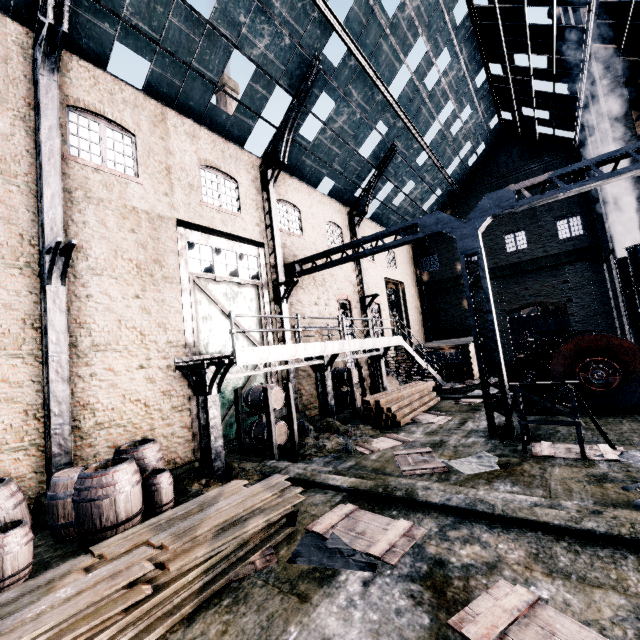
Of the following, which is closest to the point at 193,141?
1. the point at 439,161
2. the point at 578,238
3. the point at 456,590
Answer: the point at 456,590

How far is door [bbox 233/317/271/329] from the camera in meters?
13.7 m

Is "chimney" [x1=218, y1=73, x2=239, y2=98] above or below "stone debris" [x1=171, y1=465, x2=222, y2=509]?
above

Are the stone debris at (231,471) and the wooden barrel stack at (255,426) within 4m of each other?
yes

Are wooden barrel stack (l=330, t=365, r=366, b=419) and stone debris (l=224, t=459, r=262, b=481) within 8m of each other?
yes

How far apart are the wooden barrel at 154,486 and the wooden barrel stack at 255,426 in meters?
3.8

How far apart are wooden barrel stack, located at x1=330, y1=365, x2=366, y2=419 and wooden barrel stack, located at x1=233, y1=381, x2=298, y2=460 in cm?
453

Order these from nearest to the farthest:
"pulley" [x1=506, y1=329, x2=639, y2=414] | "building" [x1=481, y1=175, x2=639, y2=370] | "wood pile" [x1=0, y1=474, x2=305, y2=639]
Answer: "wood pile" [x1=0, y1=474, x2=305, y2=639] < "pulley" [x1=506, y1=329, x2=639, y2=414] < "building" [x1=481, y1=175, x2=639, y2=370]
